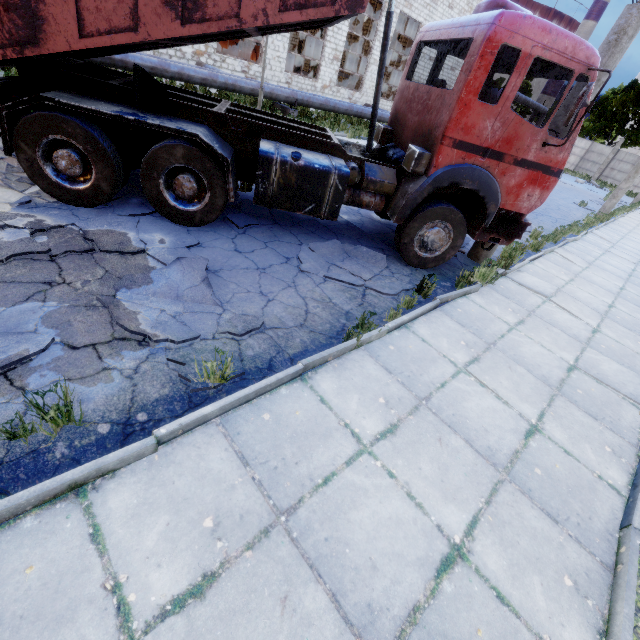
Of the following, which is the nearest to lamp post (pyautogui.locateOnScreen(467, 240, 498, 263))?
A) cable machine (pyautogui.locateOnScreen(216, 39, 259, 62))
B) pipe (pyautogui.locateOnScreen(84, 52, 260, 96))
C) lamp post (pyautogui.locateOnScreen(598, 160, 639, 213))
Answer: pipe (pyautogui.locateOnScreen(84, 52, 260, 96))

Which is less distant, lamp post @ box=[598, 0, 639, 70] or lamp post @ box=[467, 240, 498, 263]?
lamp post @ box=[598, 0, 639, 70]

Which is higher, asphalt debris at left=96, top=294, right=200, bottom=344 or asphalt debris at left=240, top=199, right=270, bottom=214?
asphalt debris at left=240, top=199, right=270, bottom=214

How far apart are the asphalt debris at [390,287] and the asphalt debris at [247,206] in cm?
105

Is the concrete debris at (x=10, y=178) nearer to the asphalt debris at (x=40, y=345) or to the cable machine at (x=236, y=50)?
the asphalt debris at (x=40, y=345)

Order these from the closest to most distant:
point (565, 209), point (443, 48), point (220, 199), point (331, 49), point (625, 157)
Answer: point (220, 199) < point (443, 48) < point (565, 209) < point (331, 49) < point (625, 157)

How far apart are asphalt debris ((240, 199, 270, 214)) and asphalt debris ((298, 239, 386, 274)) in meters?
1.1 m
